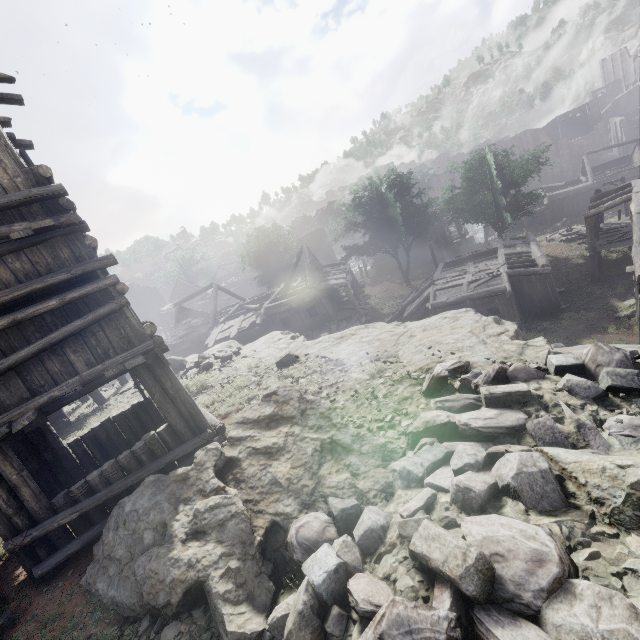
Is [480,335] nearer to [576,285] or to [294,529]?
[294,529]

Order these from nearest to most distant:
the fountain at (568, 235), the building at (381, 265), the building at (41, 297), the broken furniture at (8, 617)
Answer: the broken furniture at (8, 617)
the building at (41, 297)
the fountain at (568, 235)
the building at (381, 265)

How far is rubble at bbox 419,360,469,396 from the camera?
6.21m

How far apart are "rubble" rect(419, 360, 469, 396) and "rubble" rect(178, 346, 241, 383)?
9.6 meters

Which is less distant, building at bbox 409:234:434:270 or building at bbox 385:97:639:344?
building at bbox 385:97:639:344

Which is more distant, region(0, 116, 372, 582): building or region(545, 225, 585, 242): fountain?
region(545, 225, 585, 242): fountain

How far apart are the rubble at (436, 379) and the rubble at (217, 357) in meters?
9.6 m

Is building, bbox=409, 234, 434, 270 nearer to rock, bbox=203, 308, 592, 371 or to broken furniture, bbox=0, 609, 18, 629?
rock, bbox=203, 308, 592, 371
